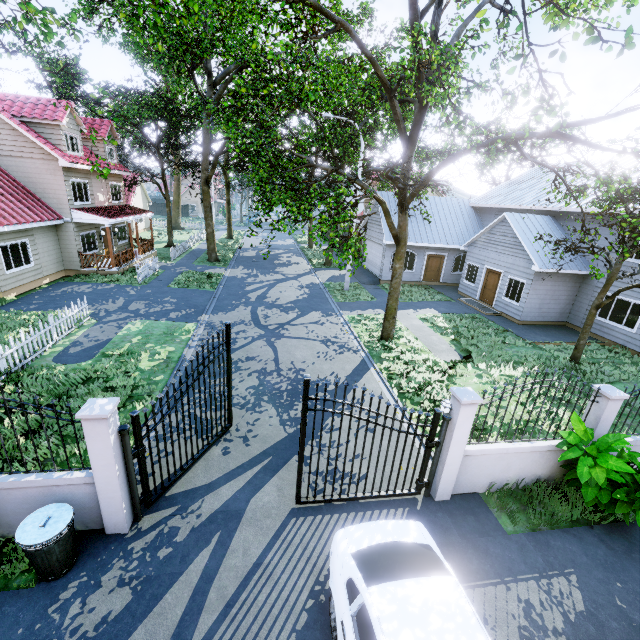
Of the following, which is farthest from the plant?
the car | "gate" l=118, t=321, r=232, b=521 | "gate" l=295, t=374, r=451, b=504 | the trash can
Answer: the trash can

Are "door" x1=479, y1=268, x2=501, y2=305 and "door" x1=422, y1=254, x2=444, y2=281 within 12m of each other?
yes

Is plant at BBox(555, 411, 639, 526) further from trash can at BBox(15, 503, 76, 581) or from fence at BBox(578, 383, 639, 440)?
trash can at BBox(15, 503, 76, 581)

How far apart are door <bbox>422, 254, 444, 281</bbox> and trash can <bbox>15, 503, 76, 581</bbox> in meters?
23.5 m

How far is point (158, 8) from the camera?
7.5 meters

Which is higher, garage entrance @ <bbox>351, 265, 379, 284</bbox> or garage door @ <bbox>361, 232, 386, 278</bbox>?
garage door @ <bbox>361, 232, 386, 278</bbox>

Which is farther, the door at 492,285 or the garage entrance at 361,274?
the garage entrance at 361,274

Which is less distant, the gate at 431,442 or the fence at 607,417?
the gate at 431,442
